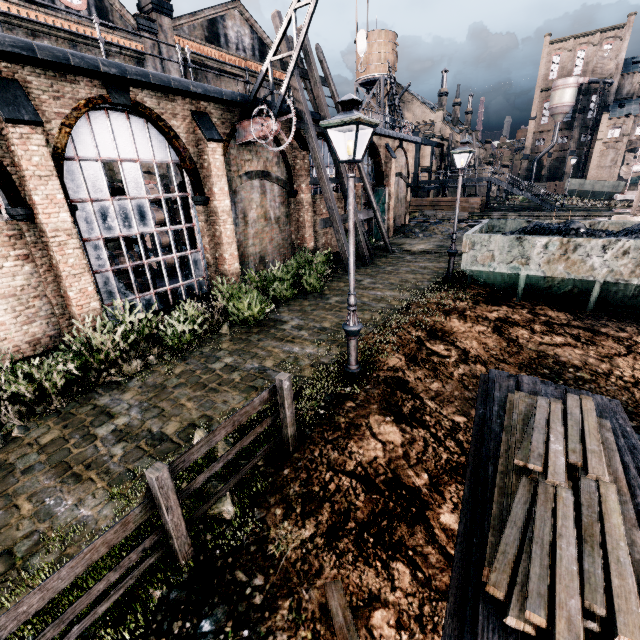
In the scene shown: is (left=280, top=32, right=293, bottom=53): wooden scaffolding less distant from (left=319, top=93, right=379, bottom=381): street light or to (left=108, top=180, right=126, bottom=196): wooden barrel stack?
(left=108, top=180, right=126, bottom=196): wooden barrel stack

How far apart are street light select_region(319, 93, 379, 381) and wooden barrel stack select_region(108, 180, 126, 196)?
9.9 meters

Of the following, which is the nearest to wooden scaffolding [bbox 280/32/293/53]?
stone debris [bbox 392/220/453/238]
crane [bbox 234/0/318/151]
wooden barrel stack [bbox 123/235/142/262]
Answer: crane [bbox 234/0/318/151]

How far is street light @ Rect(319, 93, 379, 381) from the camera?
5.45m

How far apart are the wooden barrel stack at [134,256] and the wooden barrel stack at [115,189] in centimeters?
199cm

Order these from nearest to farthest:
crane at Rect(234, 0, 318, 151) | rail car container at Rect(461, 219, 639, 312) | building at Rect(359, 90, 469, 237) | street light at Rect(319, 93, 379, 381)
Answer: street light at Rect(319, 93, 379, 381), rail car container at Rect(461, 219, 639, 312), crane at Rect(234, 0, 318, 151), building at Rect(359, 90, 469, 237)

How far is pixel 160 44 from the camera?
23.1m

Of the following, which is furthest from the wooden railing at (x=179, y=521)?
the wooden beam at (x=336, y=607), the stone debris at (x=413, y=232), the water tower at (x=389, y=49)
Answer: the water tower at (x=389, y=49)
